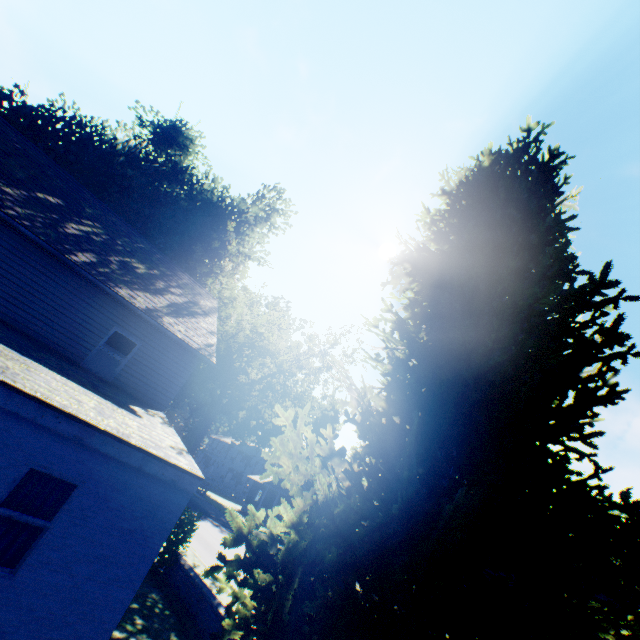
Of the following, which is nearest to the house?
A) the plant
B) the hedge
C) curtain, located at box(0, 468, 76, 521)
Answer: the plant

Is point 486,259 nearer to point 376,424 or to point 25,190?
point 376,424

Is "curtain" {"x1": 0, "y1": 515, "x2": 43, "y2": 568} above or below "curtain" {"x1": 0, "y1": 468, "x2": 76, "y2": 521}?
below

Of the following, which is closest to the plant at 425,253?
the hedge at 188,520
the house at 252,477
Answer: the house at 252,477

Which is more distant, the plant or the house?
the house

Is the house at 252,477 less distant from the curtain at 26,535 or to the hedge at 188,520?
the hedge at 188,520

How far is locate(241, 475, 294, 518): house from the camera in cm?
3906

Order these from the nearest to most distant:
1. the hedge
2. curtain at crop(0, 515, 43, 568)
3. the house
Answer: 1. curtain at crop(0, 515, 43, 568)
2. the hedge
3. the house
